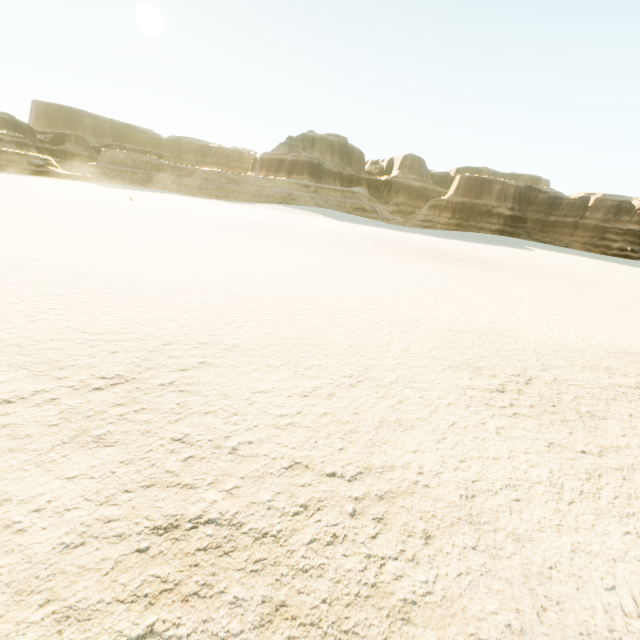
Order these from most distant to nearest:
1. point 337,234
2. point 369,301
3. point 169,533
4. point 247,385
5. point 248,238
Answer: point 337,234 < point 248,238 < point 369,301 < point 247,385 < point 169,533
